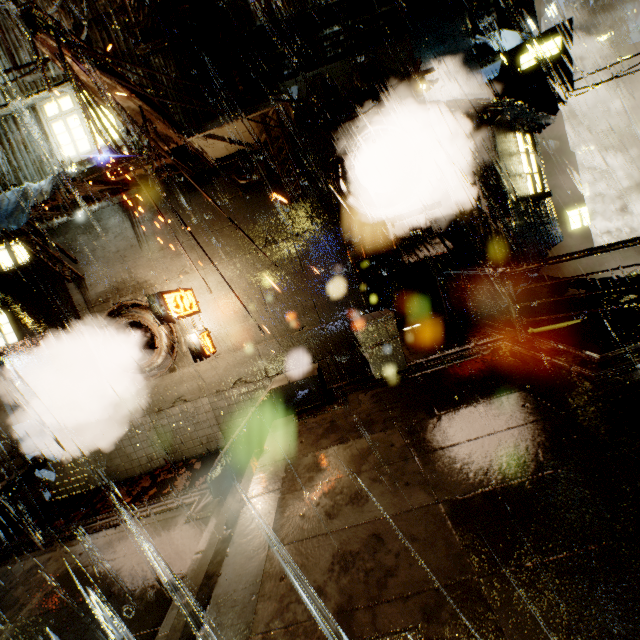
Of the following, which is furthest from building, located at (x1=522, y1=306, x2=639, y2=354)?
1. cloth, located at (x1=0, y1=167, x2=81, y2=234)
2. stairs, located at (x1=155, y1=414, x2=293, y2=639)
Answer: stairs, located at (x1=155, y1=414, x2=293, y2=639)

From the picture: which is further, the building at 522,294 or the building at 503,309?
the building at 503,309

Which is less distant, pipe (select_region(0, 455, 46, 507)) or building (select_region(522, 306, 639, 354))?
building (select_region(522, 306, 639, 354))

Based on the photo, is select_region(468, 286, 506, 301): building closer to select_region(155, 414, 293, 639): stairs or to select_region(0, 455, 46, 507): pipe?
select_region(0, 455, 46, 507): pipe

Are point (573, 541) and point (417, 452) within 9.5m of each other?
yes

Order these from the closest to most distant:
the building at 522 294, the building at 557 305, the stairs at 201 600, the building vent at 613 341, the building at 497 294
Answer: the stairs at 201 600 → the building at 557 305 → the building at 522 294 → the building at 497 294 → the building vent at 613 341

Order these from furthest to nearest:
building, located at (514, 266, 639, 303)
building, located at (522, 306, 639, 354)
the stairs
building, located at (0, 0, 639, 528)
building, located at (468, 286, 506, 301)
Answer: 1. building, located at (468, 286, 506, 301)
2. building, located at (514, 266, 639, 303)
3. building, located at (0, 0, 639, 528)
4. building, located at (522, 306, 639, 354)
5. the stairs

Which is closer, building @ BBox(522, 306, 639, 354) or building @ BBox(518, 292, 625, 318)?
building @ BBox(522, 306, 639, 354)
